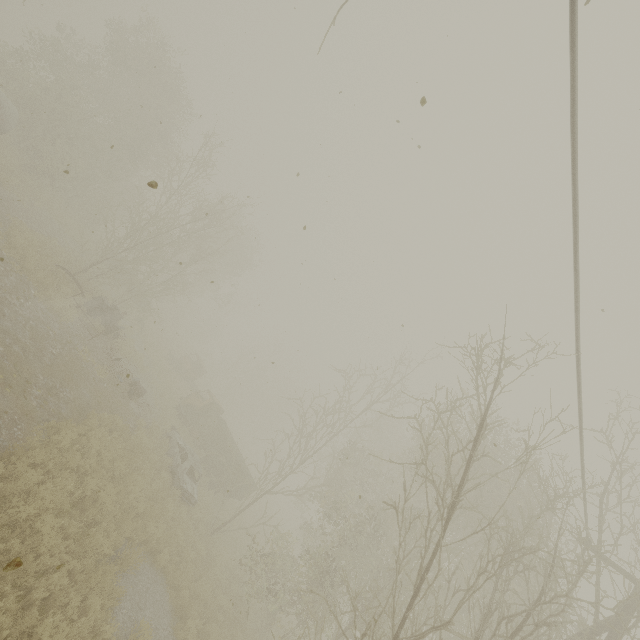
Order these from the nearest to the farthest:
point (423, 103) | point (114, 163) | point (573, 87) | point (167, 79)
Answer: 1. point (423, 103)
2. point (573, 87)
3. point (114, 163)
4. point (167, 79)

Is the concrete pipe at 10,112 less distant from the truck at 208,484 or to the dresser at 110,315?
the dresser at 110,315

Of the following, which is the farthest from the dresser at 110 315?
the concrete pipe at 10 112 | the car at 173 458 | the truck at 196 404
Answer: the concrete pipe at 10 112

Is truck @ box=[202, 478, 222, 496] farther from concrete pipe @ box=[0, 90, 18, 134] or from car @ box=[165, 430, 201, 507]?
concrete pipe @ box=[0, 90, 18, 134]

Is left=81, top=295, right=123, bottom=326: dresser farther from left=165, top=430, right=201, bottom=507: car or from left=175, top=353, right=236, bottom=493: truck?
left=175, top=353, right=236, bottom=493: truck

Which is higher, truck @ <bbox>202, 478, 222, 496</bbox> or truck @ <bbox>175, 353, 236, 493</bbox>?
truck @ <bbox>175, 353, 236, 493</bbox>

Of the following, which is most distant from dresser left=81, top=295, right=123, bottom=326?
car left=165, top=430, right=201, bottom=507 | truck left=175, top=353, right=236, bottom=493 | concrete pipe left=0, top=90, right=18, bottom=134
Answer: concrete pipe left=0, top=90, right=18, bottom=134
